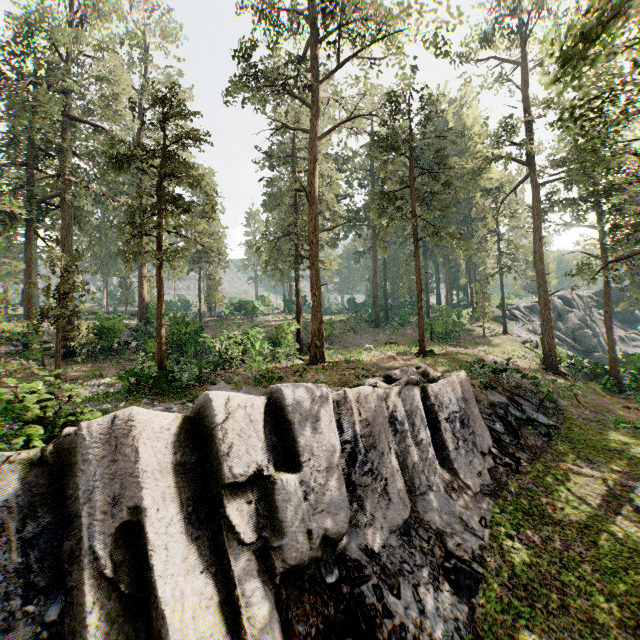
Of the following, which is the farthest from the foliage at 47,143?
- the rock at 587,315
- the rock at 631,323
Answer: the rock at 631,323

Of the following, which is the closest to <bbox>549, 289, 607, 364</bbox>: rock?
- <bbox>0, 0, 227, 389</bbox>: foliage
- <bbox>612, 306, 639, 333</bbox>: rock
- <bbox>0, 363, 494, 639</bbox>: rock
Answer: <bbox>0, 0, 227, 389</bbox>: foliage

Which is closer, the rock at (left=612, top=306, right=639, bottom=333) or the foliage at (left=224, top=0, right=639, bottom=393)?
the foliage at (left=224, top=0, right=639, bottom=393)

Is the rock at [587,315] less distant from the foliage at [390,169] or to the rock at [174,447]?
the foliage at [390,169]

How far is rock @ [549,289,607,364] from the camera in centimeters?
4375cm

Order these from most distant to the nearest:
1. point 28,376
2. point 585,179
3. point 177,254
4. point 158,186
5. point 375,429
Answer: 1. point 28,376
2. point 585,179
3. point 158,186
4. point 177,254
5. point 375,429

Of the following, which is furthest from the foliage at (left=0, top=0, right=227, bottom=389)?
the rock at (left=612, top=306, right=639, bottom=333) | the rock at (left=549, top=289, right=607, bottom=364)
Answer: the rock at (left=612, top=306, right=639, bottom=333)

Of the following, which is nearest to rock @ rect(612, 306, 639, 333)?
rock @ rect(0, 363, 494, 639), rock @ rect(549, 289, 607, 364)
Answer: rock @ rect(549, 289, 607, 364)
